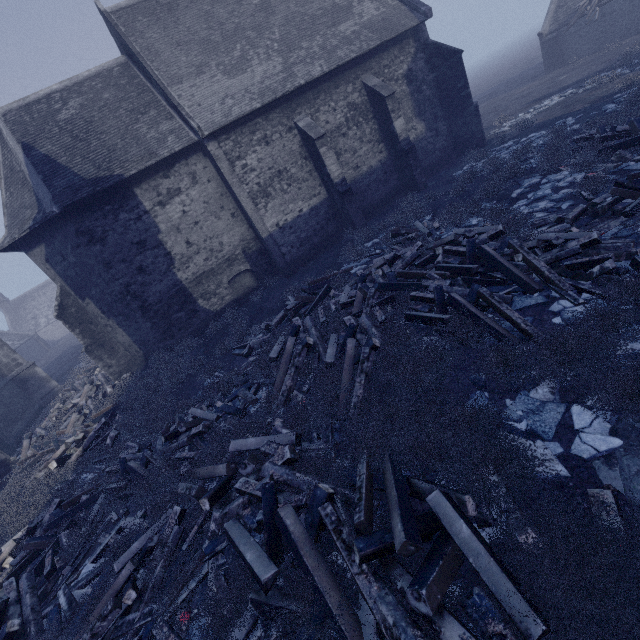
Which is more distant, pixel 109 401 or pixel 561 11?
pixel 561 11

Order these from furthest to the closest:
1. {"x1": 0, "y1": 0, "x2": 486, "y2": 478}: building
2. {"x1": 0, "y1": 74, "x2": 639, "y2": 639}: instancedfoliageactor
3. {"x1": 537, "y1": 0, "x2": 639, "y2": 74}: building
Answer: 1. {"x1": 537, "y1": 0, "x2": 639, "y2": 74}: building
2. {"x1": 0, "y1": 0, "x2": 486, "y2": 478}: building
3. {"x1": 0, "y1": 74, "x2": 639, "y2": 639}: instancedfoliageactor

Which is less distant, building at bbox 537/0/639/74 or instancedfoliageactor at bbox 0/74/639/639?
instancedfoliageactor at bbox 0/74/639/639

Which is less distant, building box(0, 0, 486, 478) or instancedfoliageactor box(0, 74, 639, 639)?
instancedfoliageactor box(0, 74, 639, 639)

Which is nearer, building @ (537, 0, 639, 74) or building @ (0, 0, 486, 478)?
building @ (0, 0, 486, 478)

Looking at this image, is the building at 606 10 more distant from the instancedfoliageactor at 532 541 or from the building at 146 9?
the instancedfoliageactor at 532 541

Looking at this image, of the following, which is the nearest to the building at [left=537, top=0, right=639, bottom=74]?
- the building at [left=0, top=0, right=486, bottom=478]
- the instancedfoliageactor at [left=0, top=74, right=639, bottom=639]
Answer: the building at [left=0, top=0, right=486, bottom=478]

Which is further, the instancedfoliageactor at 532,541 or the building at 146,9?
the building at 146,9
